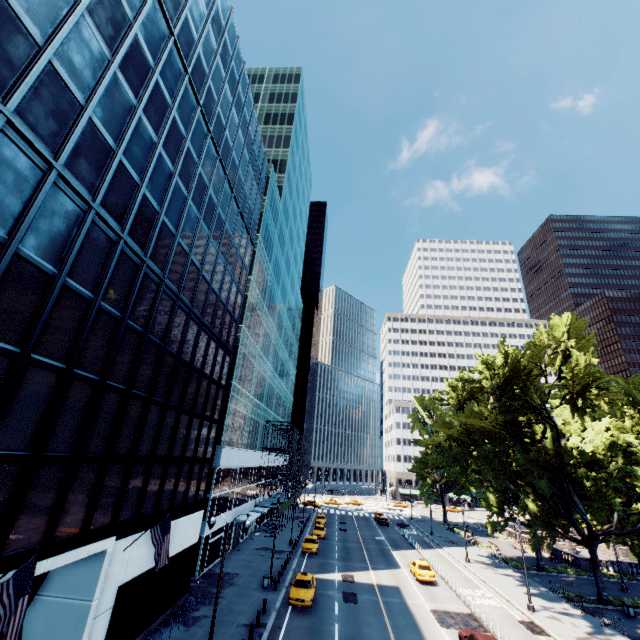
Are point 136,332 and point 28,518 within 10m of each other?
yes

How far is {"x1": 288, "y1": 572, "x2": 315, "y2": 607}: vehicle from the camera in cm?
2433

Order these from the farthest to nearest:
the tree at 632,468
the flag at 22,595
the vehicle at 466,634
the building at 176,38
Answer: the tree at 632,468, the vehicle at 466,634, the building at 176,38, the flag at 22,595

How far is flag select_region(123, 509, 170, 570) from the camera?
16.1m

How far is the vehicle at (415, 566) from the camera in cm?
3181

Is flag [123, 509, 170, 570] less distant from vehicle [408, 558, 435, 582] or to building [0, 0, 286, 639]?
building [0, 0, 286, 639]

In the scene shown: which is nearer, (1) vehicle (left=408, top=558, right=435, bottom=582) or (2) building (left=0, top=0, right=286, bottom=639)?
(2) building (left=0, top=0, right=286, bottom=639)

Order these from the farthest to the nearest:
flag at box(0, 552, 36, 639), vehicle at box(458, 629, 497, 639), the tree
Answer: the tree, vehicle at box(458, 629, 497, 639), flag at box(0, 552, 36, 639)
